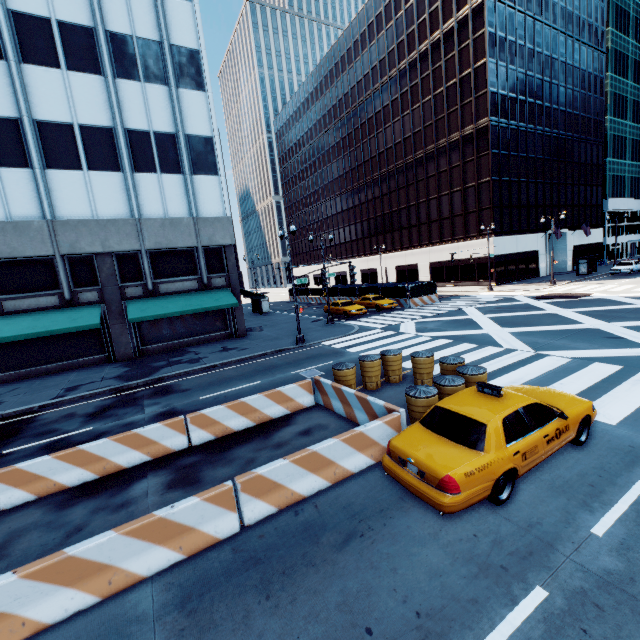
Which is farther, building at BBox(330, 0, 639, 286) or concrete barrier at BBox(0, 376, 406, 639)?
building at BBox(330, 0, 639, 286)

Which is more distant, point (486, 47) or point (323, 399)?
point (486, 47)

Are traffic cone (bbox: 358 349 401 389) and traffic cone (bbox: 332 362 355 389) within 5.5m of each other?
yes

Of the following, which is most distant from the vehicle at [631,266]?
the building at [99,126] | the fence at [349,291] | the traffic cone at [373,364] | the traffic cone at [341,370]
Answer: the traffic cone at [341,370]

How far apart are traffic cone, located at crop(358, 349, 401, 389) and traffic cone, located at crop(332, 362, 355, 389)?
0.3m

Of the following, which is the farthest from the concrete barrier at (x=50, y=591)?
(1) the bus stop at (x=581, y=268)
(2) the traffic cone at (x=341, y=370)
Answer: (1) the bus stop at (x=581, y=268)

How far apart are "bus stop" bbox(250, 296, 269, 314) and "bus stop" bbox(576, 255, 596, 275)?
39.5 meters

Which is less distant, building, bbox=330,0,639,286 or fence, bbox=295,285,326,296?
building, bbox=330,0,639,286
